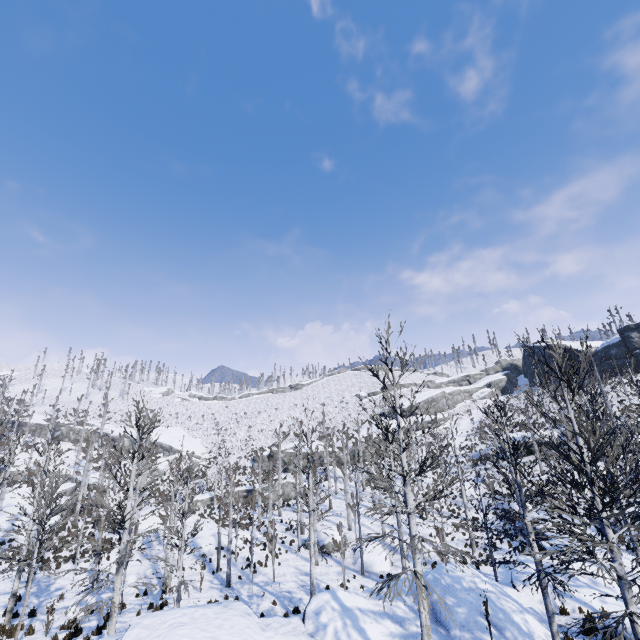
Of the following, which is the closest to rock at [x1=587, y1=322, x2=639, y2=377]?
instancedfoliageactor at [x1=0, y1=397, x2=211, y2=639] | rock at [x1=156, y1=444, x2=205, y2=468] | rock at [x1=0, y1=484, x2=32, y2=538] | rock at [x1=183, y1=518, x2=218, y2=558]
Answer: rock at [x1=183, y1=518, x2=218, y2=558]

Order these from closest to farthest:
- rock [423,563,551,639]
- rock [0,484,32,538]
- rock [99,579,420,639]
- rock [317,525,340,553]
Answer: rock [99,579,420,639] → rock [423,563,551,639] → rock [317,525,340,553] → rock [0,484,32,538]

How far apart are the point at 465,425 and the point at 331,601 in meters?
49.0

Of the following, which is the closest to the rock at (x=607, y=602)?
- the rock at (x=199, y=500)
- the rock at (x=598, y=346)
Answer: the rock at (x=199, y=500)

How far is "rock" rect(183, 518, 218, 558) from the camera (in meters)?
25.98

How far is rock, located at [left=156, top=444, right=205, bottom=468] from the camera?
56.81m

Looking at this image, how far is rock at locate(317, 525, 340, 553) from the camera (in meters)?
26.82

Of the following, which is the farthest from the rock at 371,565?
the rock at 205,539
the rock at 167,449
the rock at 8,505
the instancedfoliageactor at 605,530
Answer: the rock at 167,449
